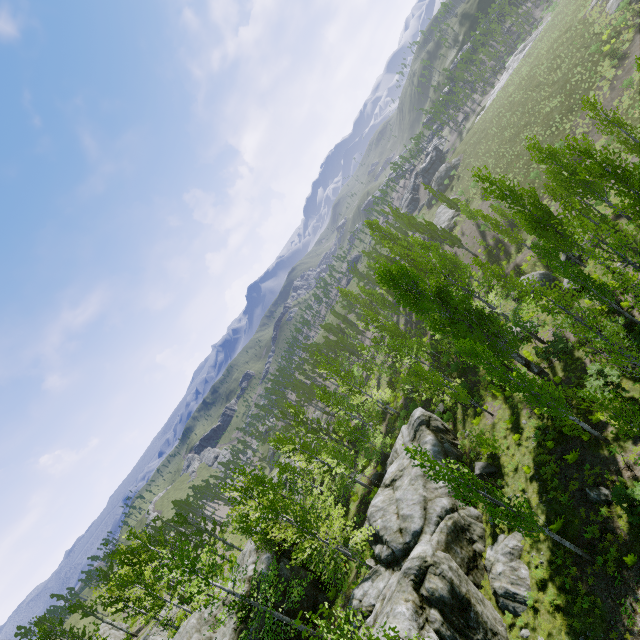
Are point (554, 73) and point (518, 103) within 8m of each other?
yes

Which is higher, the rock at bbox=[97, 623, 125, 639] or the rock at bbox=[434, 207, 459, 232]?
the rock at bbox=[97, 623, 125, 639]

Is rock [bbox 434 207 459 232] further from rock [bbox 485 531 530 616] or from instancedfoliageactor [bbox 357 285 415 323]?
rock [bbox 485 531 530 616]

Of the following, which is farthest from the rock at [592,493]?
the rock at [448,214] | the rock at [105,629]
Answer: the rock at [105,629]

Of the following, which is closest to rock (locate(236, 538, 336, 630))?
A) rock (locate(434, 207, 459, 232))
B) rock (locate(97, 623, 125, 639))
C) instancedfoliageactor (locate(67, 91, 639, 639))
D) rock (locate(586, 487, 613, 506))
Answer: instancedfoliageactor (locate(67, 91, 639, 639))

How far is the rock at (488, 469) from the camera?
20.3 meters

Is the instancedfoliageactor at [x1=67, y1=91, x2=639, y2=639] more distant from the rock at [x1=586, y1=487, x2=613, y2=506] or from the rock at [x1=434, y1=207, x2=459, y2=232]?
the rock at [x1=586, y1=487, x2=613, y2=506]
